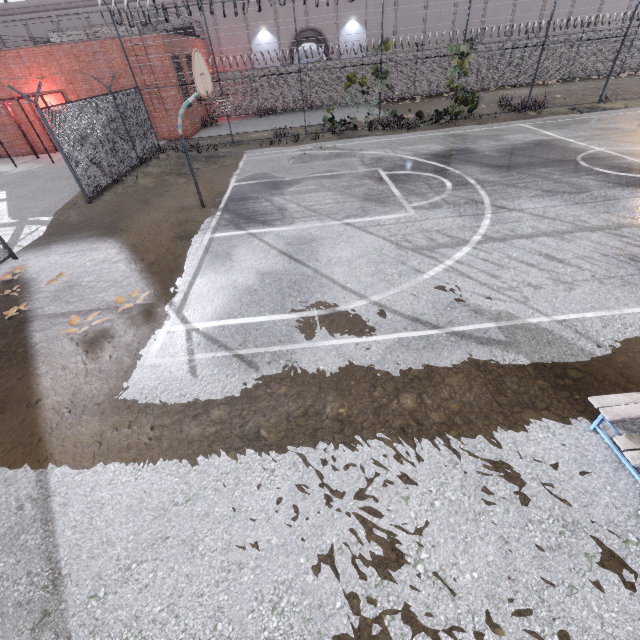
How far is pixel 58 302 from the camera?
6.6m

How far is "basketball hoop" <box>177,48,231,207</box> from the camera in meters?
7.6 m

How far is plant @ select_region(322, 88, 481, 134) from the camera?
16.5m

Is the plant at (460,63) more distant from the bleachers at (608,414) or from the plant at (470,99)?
the bleachers at (608,414)

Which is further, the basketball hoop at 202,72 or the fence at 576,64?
the fence at 576,64

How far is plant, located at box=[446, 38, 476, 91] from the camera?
15.4m

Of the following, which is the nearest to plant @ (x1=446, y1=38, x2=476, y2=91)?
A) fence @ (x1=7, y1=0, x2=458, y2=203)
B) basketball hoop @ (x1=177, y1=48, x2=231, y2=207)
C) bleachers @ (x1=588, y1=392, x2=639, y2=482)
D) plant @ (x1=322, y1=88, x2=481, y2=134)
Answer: fence @ (x1=7, y1=0, x2=458, y2=203)

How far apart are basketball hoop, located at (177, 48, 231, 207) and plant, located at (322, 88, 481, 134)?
11.5m
